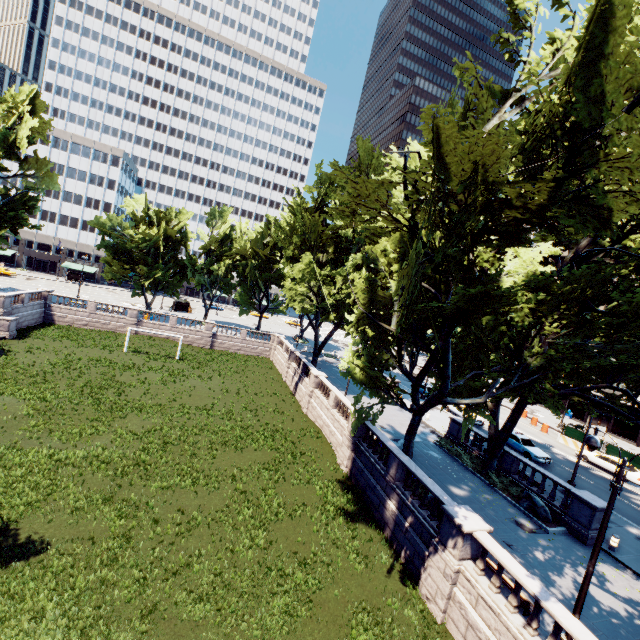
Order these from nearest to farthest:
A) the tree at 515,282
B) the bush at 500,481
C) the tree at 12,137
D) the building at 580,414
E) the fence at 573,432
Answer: the tree at 515,282, the bush at 500,481, the fence at 573,432, the tree at 12,137, the building at 580,414

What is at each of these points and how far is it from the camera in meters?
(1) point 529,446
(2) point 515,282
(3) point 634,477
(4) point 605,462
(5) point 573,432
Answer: (1) vehicle, 28.6
(2) tree, 19.7
(3) vehicle, 27.3
(4) vehicle, 29.3
(5) fence, 34.9

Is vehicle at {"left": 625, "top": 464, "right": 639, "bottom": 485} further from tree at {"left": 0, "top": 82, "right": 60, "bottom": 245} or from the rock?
the rock

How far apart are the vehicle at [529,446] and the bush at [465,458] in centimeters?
668cm

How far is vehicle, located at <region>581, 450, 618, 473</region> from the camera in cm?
2887

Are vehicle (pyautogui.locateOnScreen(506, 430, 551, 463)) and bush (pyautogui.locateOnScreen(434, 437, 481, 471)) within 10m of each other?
yes

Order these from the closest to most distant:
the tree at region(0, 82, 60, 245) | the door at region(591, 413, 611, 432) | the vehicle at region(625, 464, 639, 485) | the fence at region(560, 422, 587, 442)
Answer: the vehicle at region(625, 464, 639, 485) < the fence at region(560, 422, 587, 442) < the tree at region(0, 82, 60, 245) < the door at region(591, 413, 611, 432)

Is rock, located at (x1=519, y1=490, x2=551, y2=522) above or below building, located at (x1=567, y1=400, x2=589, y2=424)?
below
